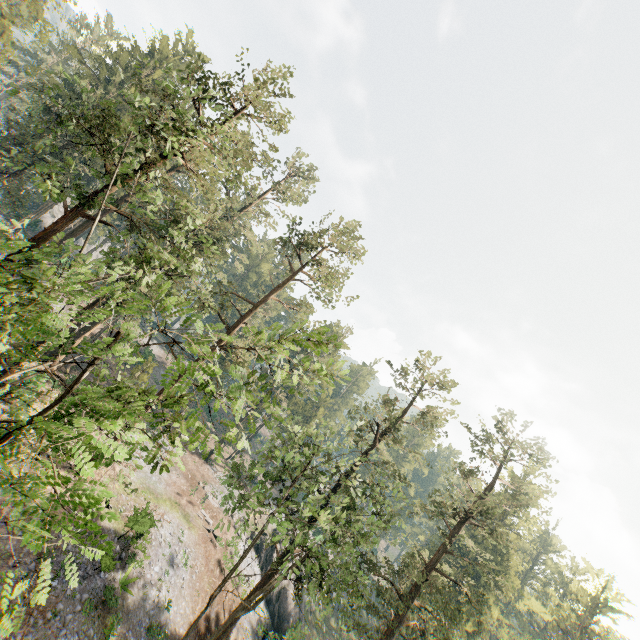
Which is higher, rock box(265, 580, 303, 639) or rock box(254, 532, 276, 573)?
rock box(254, 532, 276, 573)

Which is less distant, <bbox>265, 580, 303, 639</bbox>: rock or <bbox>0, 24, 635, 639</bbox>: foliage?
<bbox>0, 24, 635, 639</bbox>: foliage

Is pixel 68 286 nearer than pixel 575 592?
Yes

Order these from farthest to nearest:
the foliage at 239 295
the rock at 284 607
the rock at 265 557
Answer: the rock at 265 557 → the rock at 284 607 → the foliage at 239 295

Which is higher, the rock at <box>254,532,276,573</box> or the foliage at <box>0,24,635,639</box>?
the foliage at <box>0,24,635,639</box>

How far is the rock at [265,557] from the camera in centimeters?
3772cm

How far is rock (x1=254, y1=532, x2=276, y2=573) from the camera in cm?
3772
